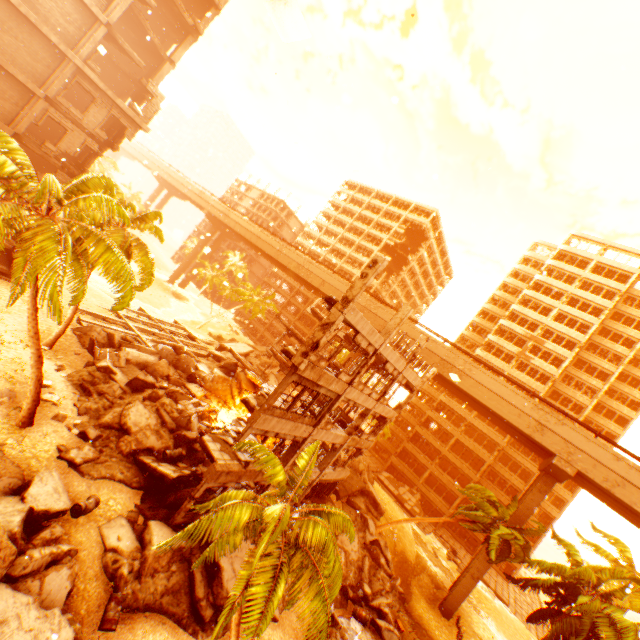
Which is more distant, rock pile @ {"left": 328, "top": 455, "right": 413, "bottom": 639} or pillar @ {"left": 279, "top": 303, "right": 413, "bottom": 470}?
pillar @ {"left": 279, "top": 303, "right": 413, "bottom": 470}

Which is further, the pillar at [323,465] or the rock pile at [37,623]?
the pillar at [323,465]

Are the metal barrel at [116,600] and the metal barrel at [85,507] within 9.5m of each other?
yes

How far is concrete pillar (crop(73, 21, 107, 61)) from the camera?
20.5 meters

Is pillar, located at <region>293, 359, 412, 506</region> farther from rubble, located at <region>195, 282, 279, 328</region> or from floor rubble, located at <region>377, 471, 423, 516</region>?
floor rubble, located at <region>377, 471, 423, 516</region>

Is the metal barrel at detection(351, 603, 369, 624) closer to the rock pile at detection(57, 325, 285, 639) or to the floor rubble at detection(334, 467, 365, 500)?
the rock pile at detection(57, 325, 285, 639)

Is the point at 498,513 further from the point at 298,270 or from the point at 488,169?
the point at 488,169

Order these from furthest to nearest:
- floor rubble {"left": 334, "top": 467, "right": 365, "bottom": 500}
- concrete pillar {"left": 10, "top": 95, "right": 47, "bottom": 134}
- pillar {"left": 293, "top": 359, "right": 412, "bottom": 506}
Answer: floor rubble {"left": 334, "top": 467, "right": 365, "bottom": 500} < pillar {"left": 293, "top": 359, "right": 412, "bottom": 506} < concrete pillar {"left": 10, "top": 95, "right": 47, "bottom": 134}
